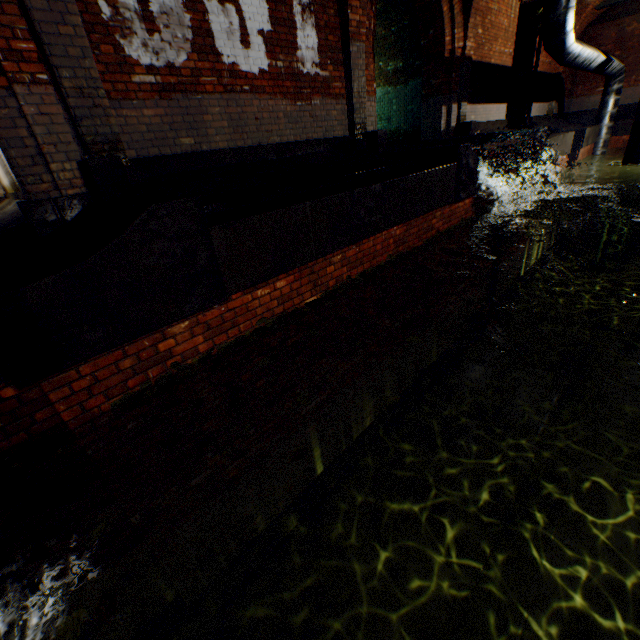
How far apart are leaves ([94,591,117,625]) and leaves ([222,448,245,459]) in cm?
87

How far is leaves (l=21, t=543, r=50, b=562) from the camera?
1.67m

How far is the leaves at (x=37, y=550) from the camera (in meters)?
1.67

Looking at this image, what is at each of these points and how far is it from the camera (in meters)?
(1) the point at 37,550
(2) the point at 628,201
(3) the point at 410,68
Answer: (1) leaves, 1.71
(2) pipe, 11.27
(3) building tunnel, 10.02

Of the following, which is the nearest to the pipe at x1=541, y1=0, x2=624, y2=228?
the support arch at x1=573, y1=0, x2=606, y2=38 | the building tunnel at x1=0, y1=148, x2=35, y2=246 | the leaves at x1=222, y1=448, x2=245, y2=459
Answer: the support arch at x1=573, y1=0, x2=606, y2=38

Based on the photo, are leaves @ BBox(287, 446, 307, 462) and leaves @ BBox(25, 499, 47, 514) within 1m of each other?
no

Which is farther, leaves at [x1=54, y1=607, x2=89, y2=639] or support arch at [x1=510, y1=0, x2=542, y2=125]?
support arch at [x1=510, y1=0, x2=542, y2=125]

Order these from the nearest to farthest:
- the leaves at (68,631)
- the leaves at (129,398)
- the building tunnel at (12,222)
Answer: the leaves at (68,631) < the leaves at (129,398) < the building tunnel at (12,222)
